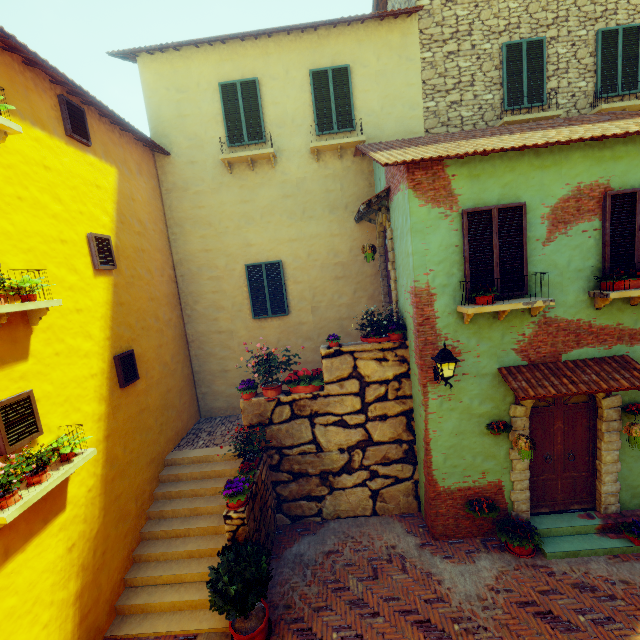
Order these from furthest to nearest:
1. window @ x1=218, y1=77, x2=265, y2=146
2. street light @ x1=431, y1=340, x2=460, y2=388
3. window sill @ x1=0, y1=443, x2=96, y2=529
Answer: window @ x1=218, y1=77, x2=265, y2=146 → street light @ x1=431, y1=340, x2=460, y2=388 → window sill @ x1=0, y1=443, x2=96, y2=529

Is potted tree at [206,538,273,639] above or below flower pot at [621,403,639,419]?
below

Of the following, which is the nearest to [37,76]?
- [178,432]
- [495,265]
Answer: [178,432]

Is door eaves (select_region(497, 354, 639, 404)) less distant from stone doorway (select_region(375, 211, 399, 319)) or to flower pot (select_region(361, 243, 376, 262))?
stone doorway (select_region(375, 211, 399, 319))

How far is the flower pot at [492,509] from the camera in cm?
644

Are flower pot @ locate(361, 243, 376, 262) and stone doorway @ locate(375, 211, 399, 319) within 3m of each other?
yes

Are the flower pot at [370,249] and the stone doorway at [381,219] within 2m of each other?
yes

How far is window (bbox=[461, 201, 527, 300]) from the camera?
5.8 meters
